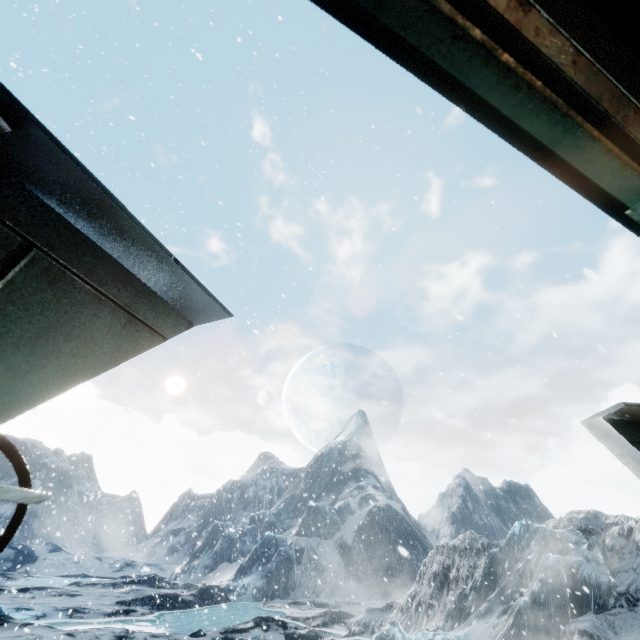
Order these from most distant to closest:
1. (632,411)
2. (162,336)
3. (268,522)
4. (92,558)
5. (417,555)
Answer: (92,558) < (268,522) < (417,555) < (632,411) < (162,336)
